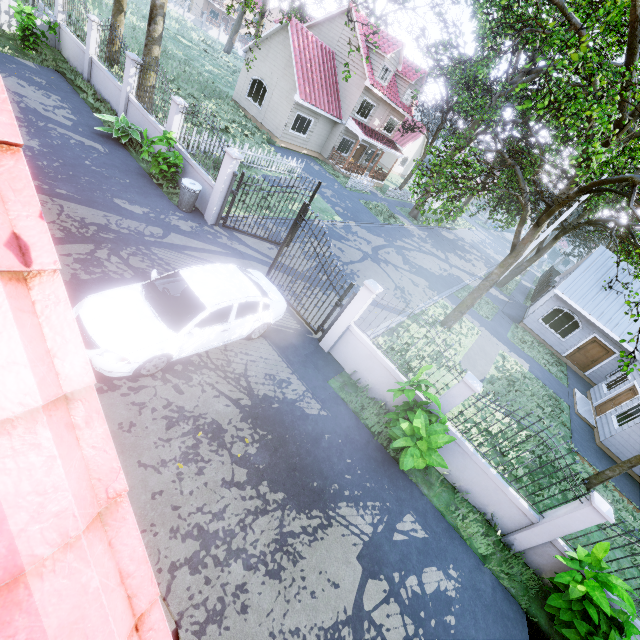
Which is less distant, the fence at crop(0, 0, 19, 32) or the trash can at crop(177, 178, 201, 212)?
the trash can at crop(177, 178, 201, 212)

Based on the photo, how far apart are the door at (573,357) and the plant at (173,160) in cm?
2426

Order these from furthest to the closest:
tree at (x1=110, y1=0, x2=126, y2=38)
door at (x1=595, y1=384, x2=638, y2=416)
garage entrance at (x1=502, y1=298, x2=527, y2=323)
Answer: garage entrance at (x1=502, y1=298, x2=527, y2=323) → door at (x1=595, y1=384, x2=638, y2=416) → tree at (x1=110, y1=0, x2=126, y2=38)

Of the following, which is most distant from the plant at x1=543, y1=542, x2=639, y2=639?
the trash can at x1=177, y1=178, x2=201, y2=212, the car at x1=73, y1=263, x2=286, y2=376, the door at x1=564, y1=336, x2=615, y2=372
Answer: the door at x1=564, y1=336, x2=615, y2=372

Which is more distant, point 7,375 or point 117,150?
point 117,150

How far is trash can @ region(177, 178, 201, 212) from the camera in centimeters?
1051cm

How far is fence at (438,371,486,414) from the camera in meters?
7.3

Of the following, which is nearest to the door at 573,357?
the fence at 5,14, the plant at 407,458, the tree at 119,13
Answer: the tree at 119,13
